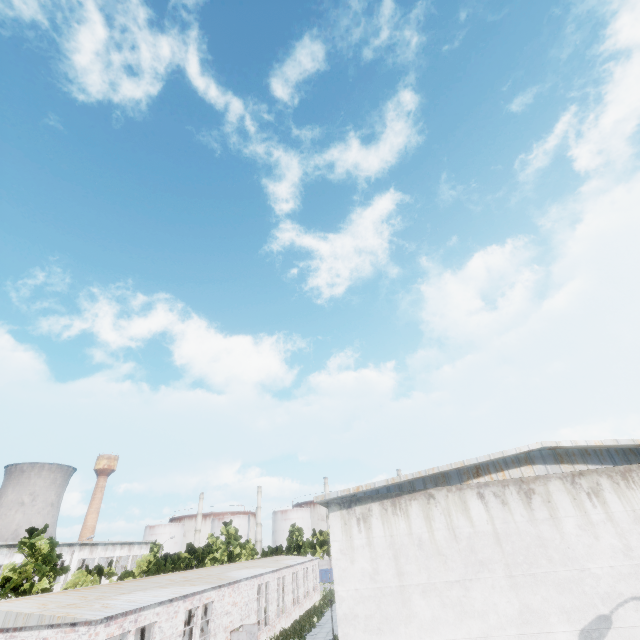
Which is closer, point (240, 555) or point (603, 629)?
point (603, 629)
